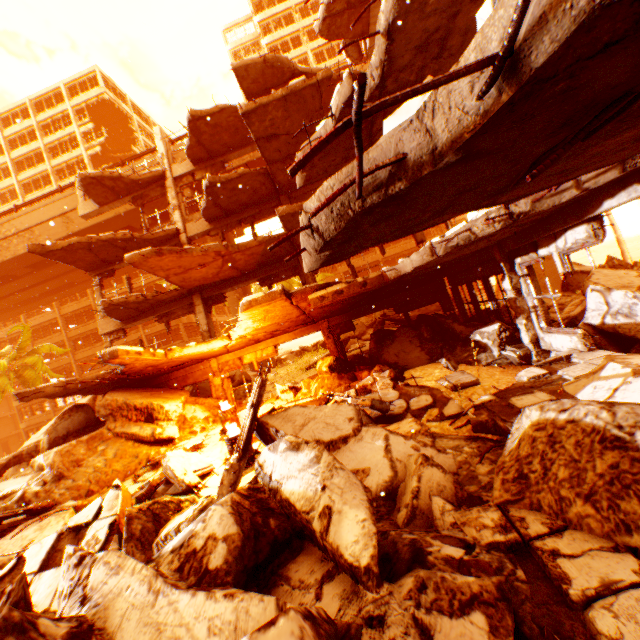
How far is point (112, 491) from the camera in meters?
5.4

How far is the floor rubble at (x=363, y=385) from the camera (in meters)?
6.75

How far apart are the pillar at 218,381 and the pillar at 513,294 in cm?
1066

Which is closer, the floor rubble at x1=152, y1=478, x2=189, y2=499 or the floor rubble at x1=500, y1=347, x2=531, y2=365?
the floor rubble at x1=152, y1=478, x2=189, y2=499

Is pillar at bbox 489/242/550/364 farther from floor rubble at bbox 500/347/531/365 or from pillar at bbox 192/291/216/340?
pillar at bbox 192/291/216/340

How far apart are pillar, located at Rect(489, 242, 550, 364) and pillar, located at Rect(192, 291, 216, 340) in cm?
1066

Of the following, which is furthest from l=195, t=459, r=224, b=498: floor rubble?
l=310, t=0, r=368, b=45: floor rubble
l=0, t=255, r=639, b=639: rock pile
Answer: l=310, t=0, r=368, b=45: floor rubble
